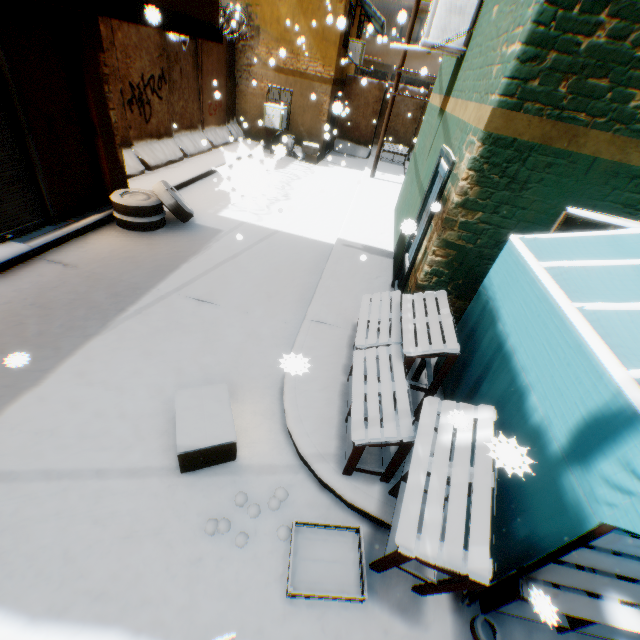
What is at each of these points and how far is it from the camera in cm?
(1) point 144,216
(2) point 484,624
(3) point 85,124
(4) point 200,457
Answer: (1) wheel, 669
(2) paint can, 264
(3) building, 606
(4) cardboard box, 309

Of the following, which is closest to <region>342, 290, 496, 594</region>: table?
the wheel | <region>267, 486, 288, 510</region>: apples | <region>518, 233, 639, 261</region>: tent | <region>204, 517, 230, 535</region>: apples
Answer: <region>518, 233, 639, 261</region>: tent

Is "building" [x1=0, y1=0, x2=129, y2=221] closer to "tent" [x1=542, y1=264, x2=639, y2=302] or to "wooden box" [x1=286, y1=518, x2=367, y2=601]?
"tent" [x1=542, y1=264, x2=639, y2=302]

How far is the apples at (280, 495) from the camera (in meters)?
3.02

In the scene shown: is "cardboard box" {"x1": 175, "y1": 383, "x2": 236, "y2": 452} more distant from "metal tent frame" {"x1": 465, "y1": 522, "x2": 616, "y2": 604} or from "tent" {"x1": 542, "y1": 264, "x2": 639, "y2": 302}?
"metal tent frame" {"x1": 465, "y1": 522, "x2": 616, "y2": 604}

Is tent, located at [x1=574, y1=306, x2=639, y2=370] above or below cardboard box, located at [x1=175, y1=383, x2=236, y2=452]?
above

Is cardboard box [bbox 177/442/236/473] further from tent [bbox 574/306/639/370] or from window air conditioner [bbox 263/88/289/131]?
window air conditioner [bbox 263/88/289/131]

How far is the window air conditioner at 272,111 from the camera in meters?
13.3
